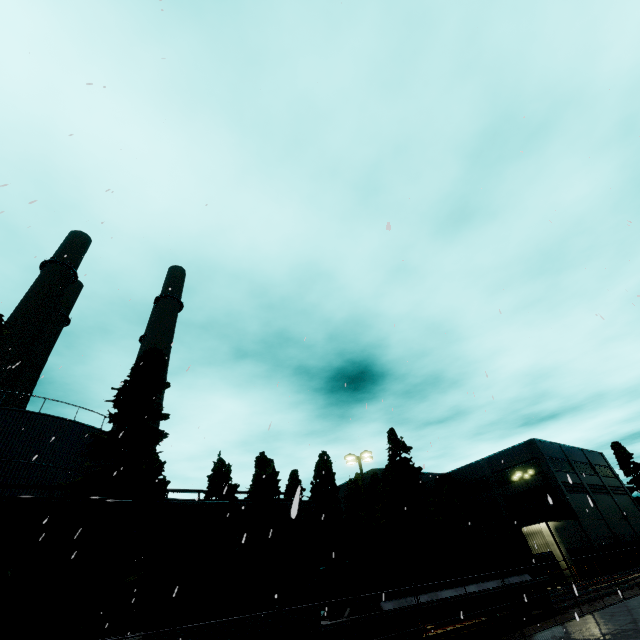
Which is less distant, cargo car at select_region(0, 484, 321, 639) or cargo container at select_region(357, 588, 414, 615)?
cargo car at select_region(0, 484, 321, 639)

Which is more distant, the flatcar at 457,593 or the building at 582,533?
the building at 582,533

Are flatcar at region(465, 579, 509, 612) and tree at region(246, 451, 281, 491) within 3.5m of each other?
no

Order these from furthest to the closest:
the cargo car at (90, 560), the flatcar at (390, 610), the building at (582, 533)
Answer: the building at (582, 533) → the flatcar at (390, 610) → the cargo car at (90, 560)

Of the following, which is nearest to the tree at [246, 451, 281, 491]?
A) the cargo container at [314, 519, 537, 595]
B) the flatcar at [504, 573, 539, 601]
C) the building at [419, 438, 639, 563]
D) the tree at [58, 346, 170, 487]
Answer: the tree at [58, 346, 170, 487]

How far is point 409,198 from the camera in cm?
891

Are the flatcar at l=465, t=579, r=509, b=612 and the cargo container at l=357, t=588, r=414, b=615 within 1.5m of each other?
yes

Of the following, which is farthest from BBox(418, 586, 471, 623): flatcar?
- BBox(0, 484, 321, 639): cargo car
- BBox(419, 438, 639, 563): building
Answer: BBox(419, 438, 639, 563): building
